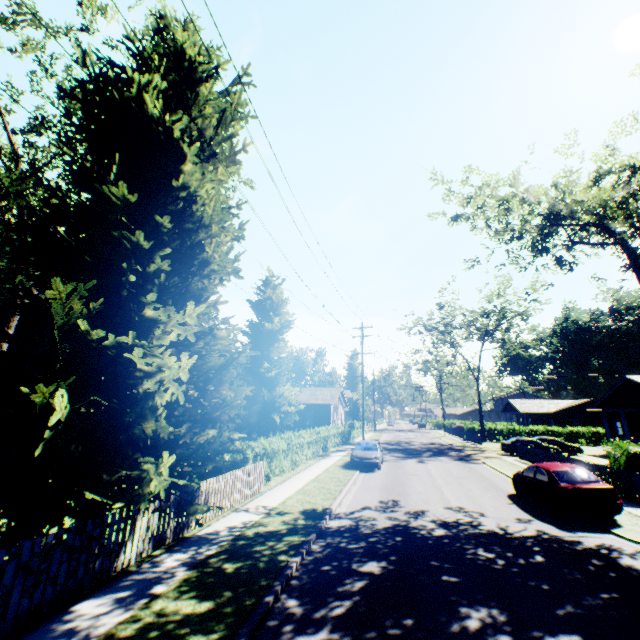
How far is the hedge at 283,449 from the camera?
12.98m

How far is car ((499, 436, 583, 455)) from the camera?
29.75m

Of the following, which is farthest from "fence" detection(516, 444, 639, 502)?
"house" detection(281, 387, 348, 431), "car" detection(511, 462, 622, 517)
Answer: "house" detection(281, 387, 348, 431)

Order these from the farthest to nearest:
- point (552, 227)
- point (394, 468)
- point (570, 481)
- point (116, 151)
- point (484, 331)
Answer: point (484, 331)
point (394, 468)
point (552, 227)
point (570, 481)
point (116, 151)

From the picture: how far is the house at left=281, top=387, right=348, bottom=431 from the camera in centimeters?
3762cm

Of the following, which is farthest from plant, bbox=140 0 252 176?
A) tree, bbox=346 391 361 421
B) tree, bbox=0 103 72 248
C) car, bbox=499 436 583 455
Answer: car, bbox=499 436 583 455

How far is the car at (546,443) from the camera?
29.8 meters

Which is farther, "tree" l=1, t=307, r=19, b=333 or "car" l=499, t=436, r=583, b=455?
"car" l=499, t=436, r=583, b=455
